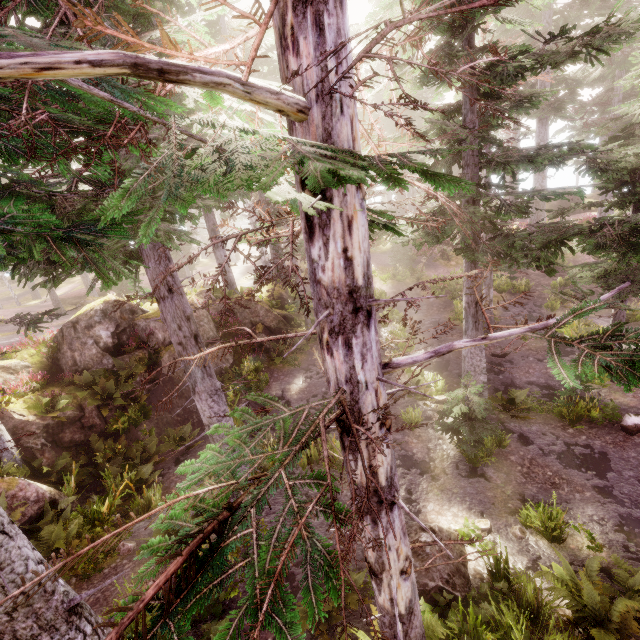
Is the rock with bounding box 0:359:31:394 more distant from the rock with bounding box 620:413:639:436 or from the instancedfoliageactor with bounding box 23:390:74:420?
the rock with bounding box 620:413:639:436

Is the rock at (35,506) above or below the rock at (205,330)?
below

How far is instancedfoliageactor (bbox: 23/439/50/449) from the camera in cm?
1249

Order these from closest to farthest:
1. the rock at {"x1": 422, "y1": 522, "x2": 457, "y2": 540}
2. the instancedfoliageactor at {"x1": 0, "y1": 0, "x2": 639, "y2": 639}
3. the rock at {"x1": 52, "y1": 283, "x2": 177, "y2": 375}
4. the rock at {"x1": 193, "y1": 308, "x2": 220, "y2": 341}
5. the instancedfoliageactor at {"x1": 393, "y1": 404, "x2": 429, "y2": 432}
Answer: the instancedfoliageactor at {"x1": 0, "y1": 0, "x2": 639, "y2": 639} < the instancedfoliageactor at {"x1": 393, "y1": 404, "x2": 429, "y2": 432} < the rock at {"x1": 422, "y1": 522, "x2": 457, "y2": 540} < the rock at {"x1": 52, "y1": 283, "x2": 177, "y2": 375} < the rock at {"x1": 193, "y1": 308, "x2": 220, "y2": 341}

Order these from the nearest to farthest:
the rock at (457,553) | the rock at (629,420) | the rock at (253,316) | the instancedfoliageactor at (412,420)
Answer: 1. the instancedfoliageactor at (412,420)
2. the rock at (457,553)
3. the rock at (629,420)
4. the rock at (253,316)

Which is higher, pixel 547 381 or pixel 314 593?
pixel 314 593

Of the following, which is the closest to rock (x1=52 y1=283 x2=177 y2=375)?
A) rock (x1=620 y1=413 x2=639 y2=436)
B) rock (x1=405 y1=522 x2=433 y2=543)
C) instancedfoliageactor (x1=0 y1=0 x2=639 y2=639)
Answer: instancedfoliageactor (x1=0 y1=0 x2=639 y2=639)

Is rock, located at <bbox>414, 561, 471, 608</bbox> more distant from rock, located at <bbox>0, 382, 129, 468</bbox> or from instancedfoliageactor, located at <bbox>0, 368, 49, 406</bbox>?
rock, located at <bbox>0, 382, 129, 468</bbox>
